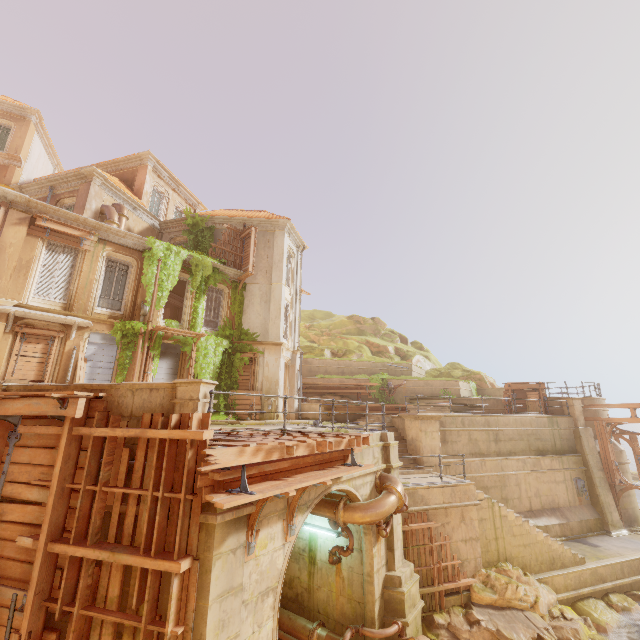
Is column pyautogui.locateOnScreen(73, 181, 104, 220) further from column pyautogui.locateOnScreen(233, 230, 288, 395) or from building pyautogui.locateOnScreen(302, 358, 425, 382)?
building pyautogui.locateOnScreen(302, 358, 425, 382)

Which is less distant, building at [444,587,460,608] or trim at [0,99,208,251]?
building at [444,587,460,608]

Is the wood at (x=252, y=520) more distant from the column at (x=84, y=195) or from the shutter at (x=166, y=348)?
the column at (x=84, y=195)

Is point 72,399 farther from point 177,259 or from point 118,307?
point 177,259

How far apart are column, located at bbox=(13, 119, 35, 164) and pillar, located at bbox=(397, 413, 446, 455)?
29.2 meters

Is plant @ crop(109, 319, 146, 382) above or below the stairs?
above

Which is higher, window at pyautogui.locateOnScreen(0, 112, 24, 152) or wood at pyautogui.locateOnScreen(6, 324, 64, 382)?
window at pyautogui.locateOnScreen(0, 112, 24, 152)

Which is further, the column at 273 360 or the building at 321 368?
the building at 321 368
